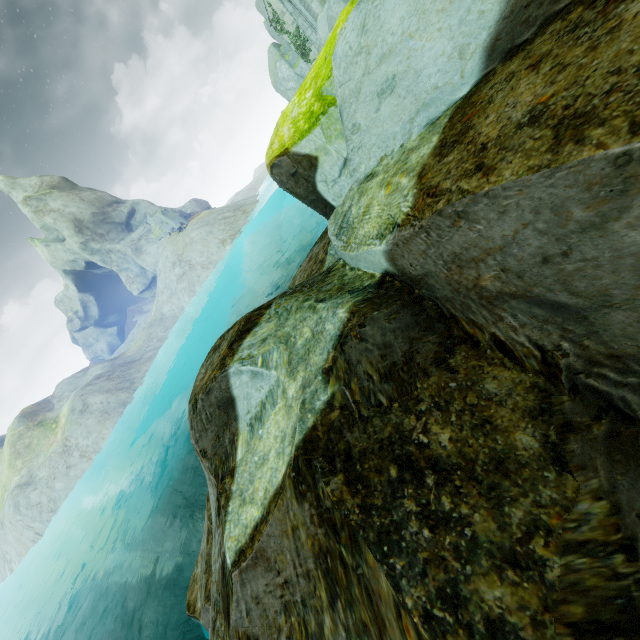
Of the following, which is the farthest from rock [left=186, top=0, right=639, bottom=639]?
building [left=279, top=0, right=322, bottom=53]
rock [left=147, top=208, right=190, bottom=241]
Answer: rock [left=147, top=208, right=190, bottom=241]

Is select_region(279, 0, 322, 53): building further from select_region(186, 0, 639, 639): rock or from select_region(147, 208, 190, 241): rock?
select_region(147, 208, 190, 241): rock

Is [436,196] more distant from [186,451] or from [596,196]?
[186,451]

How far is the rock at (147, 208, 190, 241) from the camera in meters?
48.3

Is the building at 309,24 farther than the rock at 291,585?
Yes

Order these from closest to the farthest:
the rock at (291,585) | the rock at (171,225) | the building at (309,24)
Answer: the rock at (291,585) → the building at (309,24) → the rock at (171,225)

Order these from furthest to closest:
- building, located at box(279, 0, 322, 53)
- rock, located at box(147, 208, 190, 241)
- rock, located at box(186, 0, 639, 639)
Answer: rock, located at box(147, 208, 190, 241) < building, located at box(279, 0, 322, 53) < rock, located at box(186, 0, 639, 639)
